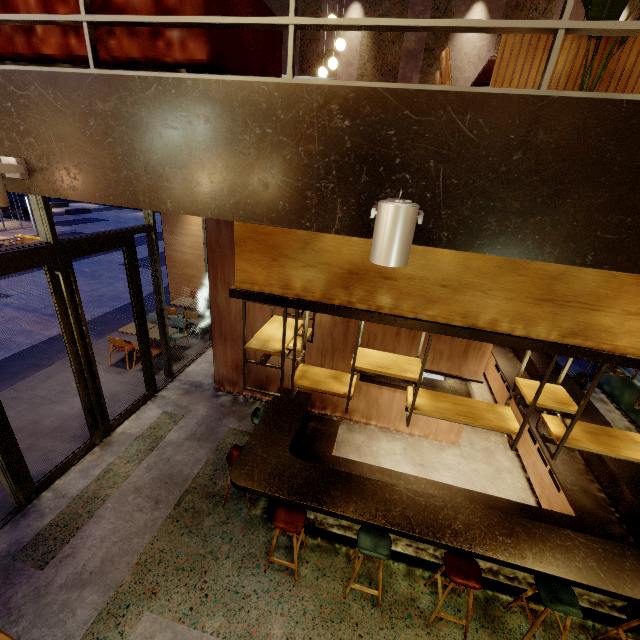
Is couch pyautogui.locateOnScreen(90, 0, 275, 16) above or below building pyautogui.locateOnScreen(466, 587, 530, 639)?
above

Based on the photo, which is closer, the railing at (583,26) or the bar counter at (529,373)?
the railing at (583,26)

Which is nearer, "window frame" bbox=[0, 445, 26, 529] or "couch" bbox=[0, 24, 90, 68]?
"couch" bbox=[0, 24, 90, 68]

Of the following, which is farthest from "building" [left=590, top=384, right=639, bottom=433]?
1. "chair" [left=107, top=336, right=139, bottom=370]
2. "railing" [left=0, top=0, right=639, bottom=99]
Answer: "chair" [left=107, top=336, right=139, bottom=370]

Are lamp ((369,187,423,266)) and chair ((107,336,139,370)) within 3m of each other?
no

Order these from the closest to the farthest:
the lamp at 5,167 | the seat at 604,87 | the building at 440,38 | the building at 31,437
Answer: the lamp at 5,167, the seat at 604,87, the building at 31,437, the building at 440,38

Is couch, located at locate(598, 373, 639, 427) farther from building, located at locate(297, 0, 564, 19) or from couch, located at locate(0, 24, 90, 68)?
couch, located at locate(0, 24, 90, 68)

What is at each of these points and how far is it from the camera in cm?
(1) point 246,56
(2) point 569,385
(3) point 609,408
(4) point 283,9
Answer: (1) couch, 183
(2) bar counter, 689
(3) building, 830
(4) building, 770
